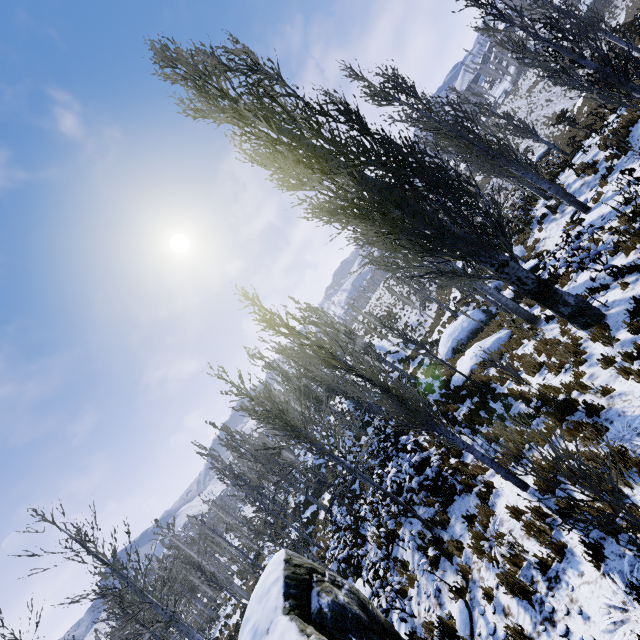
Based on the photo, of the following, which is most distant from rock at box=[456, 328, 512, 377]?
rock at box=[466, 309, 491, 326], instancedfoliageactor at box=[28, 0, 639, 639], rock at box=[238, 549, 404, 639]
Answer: rock at box=[238, 549, 404, 639]

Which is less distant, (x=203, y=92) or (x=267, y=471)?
(x=203, y=92)

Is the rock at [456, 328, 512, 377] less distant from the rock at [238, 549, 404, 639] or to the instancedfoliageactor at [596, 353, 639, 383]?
the instancedfoliageactor at [596, 353, 639, 383]

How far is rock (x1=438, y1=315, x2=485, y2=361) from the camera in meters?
18.5

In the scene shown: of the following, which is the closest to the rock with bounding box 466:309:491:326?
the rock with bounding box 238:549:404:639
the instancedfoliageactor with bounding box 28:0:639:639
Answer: the instancedfoliageactor with bounding box 28:0:639:639

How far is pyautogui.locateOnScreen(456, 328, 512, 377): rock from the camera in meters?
12.9 m

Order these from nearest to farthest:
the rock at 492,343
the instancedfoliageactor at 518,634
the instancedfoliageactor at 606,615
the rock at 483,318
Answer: the instancedfoliageactor at 606,615 < the instancedfoliageactor at 518,634 < the rock at 492,343 < the rock at 483,318

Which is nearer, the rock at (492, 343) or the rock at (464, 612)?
the rock at (464, 612)
